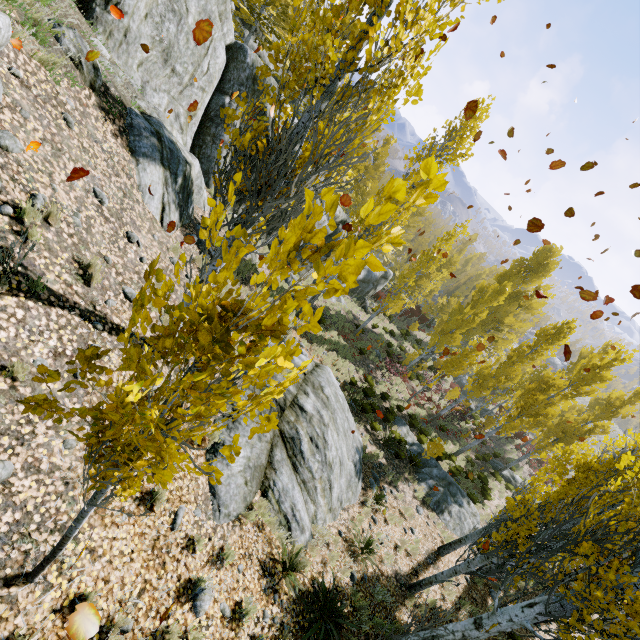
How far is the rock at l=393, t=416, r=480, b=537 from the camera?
13.1 meters

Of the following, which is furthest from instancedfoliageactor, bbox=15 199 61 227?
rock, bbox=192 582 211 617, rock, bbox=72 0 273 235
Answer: rock, bbox=192 582 211 617

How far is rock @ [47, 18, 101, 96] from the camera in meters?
6.2 m

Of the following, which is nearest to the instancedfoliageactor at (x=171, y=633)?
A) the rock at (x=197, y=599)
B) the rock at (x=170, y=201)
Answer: the rock at (x=170, y=201)

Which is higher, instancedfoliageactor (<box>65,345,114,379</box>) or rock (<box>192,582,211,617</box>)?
instancedfoliageactor (<box>65,345,114,379</box>)

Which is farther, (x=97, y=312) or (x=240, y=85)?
(x=240, y=85)

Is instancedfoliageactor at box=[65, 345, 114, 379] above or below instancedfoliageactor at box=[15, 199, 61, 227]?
above

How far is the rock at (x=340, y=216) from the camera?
18.8m
